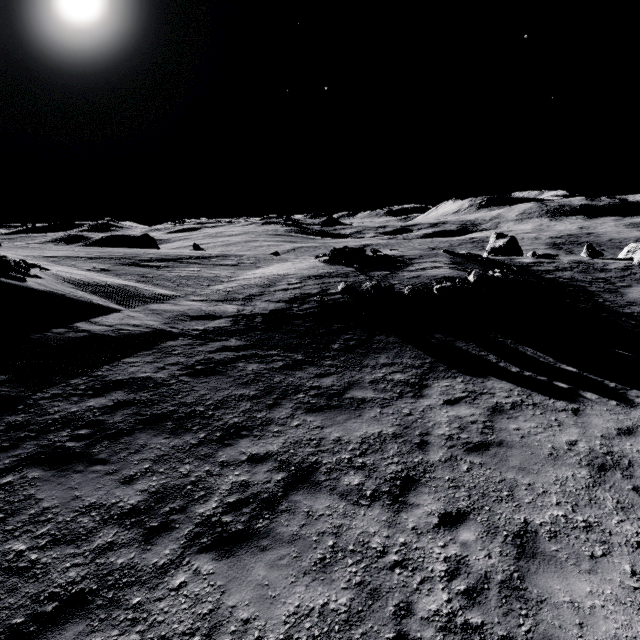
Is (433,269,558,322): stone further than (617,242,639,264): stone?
No

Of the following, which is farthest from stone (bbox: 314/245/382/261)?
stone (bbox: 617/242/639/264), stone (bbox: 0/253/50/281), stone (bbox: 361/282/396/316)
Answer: stone (bbox: 617/242/639/264)

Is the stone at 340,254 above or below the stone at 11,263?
below

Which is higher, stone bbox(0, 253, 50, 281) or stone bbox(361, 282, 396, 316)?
stone bbox(0, 253, 50, 281)

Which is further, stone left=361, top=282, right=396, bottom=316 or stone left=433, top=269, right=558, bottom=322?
stone left=361, top=282, right=396, bottom=316

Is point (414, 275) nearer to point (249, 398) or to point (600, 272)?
point (249, 398)

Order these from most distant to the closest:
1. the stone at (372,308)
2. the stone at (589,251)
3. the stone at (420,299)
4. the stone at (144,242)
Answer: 1. the stone at (144,242)
2. the stone at (589,251)
3. the stone at (372,308)
4. the stone at (420,299)

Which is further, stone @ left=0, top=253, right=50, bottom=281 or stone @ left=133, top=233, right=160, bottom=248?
stone @ left=133, top=233, right=160, bottom=248
